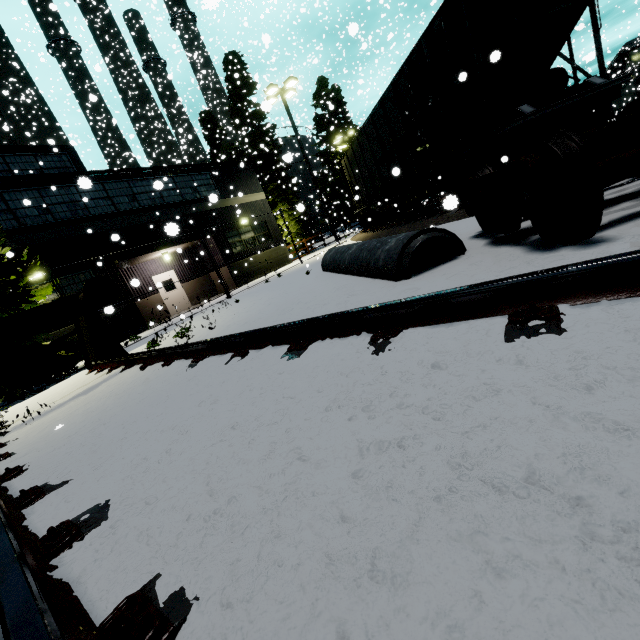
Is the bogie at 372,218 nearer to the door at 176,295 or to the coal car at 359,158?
the coal car at 359,158

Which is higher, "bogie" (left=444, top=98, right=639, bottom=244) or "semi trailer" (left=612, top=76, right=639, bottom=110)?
"semi trailer" (left=612, top=76, right=639, bottom=110)

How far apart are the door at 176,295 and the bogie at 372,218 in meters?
11.9

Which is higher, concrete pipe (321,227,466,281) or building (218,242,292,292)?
building (218,242,292,292)

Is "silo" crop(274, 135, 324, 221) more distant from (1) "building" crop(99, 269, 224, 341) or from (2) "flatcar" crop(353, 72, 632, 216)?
(2) "flatcar" crop(353, 72, 632, 216)

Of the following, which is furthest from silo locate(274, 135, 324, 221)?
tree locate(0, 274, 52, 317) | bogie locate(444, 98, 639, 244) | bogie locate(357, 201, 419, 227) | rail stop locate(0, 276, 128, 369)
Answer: rail stop locate(0, 276, 128, 369)

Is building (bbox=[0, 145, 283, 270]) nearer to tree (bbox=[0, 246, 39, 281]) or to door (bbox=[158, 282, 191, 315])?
door (bbox=[158, 282, 191, 315])

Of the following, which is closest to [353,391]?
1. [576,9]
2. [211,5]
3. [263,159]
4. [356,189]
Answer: [211,5]
